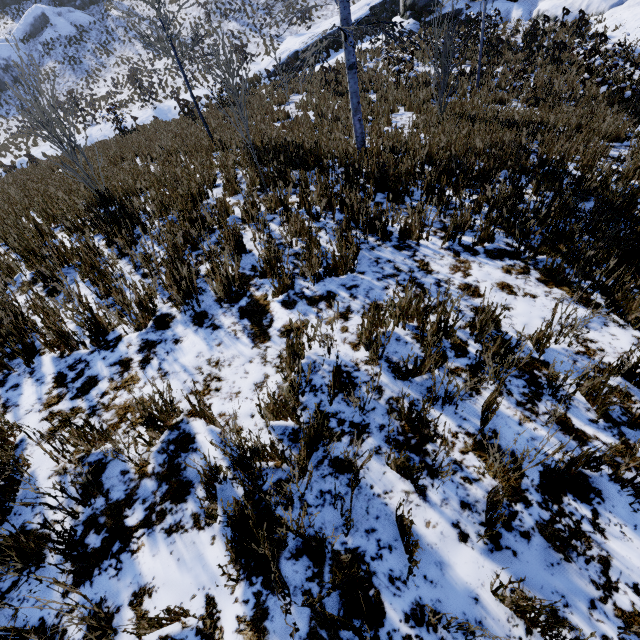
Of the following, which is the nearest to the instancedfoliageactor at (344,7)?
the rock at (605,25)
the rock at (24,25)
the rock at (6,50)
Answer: the rock at (605,25)

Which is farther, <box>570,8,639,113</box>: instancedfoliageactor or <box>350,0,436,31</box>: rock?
<box>350,0,436,31</box>: rock

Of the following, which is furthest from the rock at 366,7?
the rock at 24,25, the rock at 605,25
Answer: the rock at 24,25

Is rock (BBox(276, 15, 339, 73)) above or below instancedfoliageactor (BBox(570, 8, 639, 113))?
above

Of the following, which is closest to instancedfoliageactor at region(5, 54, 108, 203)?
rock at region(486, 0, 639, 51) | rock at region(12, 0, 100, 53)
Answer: rock at region(486, 0, 639, 51)

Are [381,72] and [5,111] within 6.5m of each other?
no

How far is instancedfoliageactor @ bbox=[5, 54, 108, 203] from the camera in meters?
5.2

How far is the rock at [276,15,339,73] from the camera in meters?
22.3
